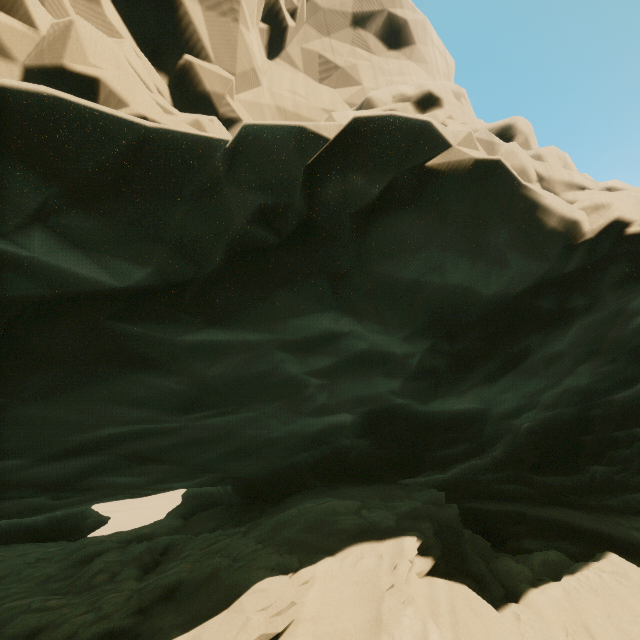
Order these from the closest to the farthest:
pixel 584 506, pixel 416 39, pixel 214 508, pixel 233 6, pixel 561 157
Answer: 1. pixel 561 157
2. pixel 214 508
3. pixel 233 6
4. pixel 584 506
5. pixel 416 39
